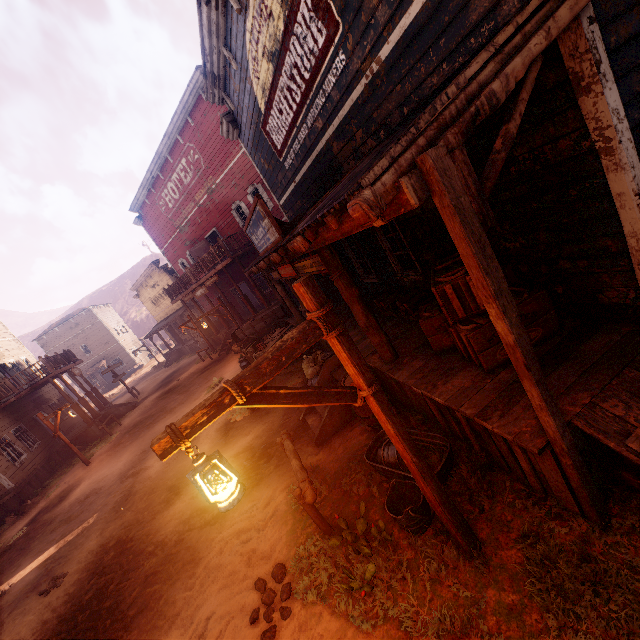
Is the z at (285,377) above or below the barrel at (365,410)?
below

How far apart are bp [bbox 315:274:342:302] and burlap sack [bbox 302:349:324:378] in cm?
237

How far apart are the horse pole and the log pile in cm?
335

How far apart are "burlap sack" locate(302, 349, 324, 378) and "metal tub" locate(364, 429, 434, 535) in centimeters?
384cm

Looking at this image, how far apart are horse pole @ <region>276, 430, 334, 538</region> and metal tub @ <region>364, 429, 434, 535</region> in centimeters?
92cm

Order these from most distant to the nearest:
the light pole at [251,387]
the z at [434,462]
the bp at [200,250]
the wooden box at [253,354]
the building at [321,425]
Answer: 1. the bp at [200,250]
2. the wooden box at [253,354]
3. the building at [321,425]
4. the z at [434,462]
5. the light pole at [251,387]

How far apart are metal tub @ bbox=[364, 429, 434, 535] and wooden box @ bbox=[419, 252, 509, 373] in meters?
1.1

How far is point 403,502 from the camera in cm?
419
